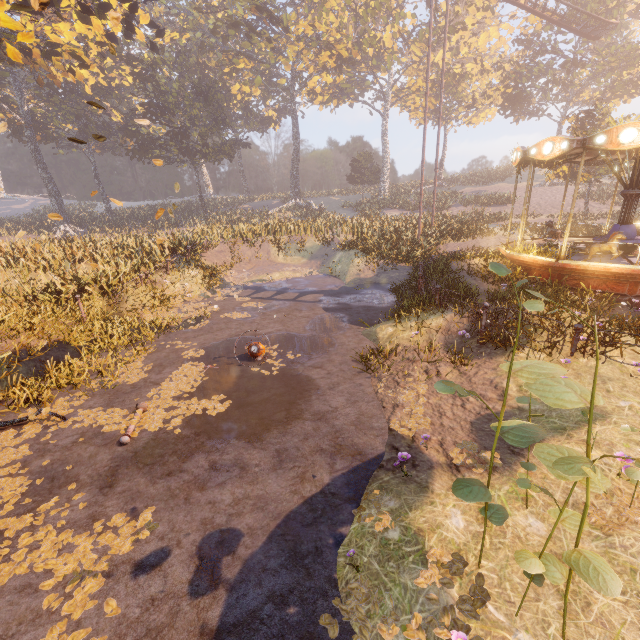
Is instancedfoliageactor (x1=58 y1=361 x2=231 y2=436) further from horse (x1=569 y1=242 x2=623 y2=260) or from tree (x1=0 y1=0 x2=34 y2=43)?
horse (x1=569 y1=242 x2=623 y2=260)

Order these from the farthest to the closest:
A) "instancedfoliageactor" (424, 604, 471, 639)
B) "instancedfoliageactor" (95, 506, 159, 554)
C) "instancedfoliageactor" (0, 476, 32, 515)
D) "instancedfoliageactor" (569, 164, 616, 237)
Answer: "instancedfoliageactor" (569, 164, 616, 237)
"instancedfoliageactor" (0, 476, 32, 515)
"instancedfoliageactor" (95, 506, 159, 554)
"instancedfoliageactor" (424, 604, 471, 639)

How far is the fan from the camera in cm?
880

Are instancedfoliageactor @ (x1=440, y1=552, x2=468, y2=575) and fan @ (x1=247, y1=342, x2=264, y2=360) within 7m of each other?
yes

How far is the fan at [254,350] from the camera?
8.8m

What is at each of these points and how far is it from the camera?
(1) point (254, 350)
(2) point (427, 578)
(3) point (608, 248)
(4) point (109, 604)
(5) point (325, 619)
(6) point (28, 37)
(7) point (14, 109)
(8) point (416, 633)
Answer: (1) fan, 8.52m
(2) instancedfoliageactor, 3.47m
(3) horse, 10.06m
(4) instancedfoliageactor, 3.51m
(5) instancedfoliageactor, 3.28m
(6) tree, 8.89m
(7) instancedfoliageactor, 37.00m
(8) instancedfoliageactor, 3.06m

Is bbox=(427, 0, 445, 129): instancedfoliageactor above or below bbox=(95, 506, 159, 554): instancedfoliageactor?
above

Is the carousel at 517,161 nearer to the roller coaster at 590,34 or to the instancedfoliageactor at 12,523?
the roller coaster at 590,34
